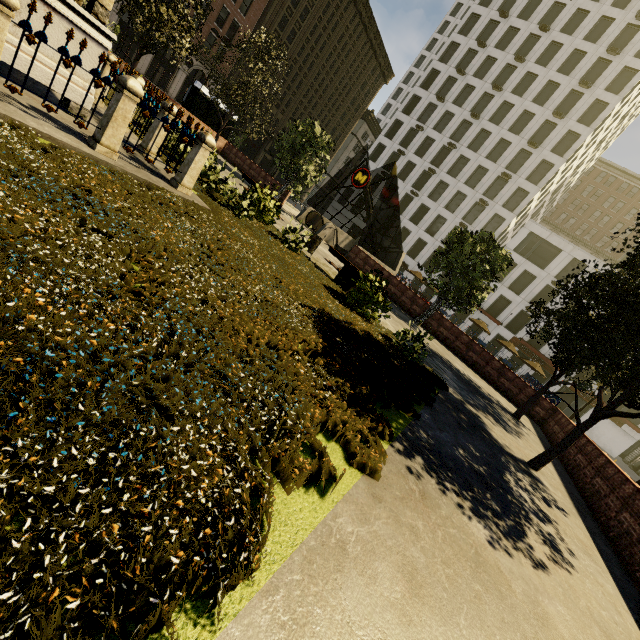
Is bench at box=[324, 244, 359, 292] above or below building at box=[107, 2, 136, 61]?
below

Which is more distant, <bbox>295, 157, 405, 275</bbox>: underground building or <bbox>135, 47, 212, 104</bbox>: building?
<bbox>135, 47, 212, 104</bbox>: building

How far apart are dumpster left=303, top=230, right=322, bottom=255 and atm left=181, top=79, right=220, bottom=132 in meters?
18.7

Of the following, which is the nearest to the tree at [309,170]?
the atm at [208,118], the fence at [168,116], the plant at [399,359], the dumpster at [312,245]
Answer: the plant at [399,359]

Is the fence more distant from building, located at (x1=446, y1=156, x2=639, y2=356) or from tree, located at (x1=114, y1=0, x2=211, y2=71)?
building, located at (x1=446, y1=156, x2=639, y2=356)

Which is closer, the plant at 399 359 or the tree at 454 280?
the plant at 399 359

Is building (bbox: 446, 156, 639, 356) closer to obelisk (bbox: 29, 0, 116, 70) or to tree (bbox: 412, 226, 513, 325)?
tree (bbox: 412, 226, 513, 325)

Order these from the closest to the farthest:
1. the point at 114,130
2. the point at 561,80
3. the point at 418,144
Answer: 1. the point at 114,130
2. the point at 561,80
3. the point at 418,144
